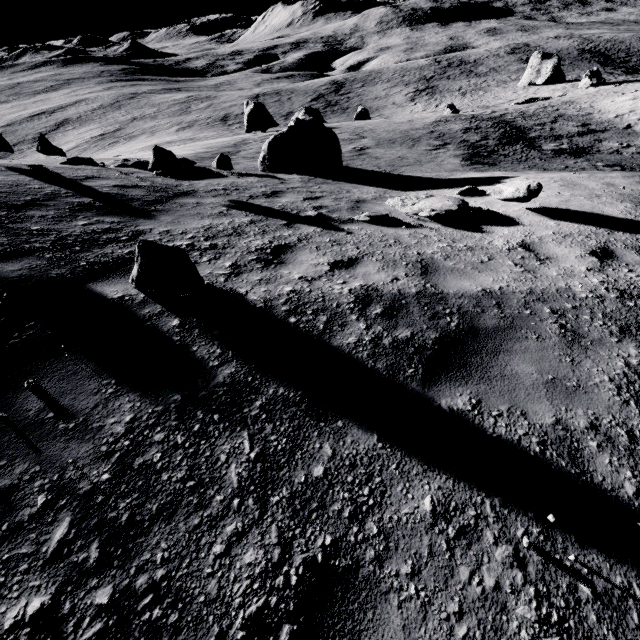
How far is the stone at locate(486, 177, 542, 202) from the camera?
6.1 meters

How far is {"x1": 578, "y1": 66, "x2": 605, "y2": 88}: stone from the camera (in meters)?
41.96

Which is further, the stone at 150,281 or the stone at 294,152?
the stone at 294,152

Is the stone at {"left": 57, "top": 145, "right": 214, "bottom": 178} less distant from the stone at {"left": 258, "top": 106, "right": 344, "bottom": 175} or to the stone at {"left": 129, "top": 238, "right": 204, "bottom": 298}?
the stone at {"left": 258, "top": 106, "right": 344, "bottom": 175}

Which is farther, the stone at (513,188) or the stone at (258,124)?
the stone at (258,124)

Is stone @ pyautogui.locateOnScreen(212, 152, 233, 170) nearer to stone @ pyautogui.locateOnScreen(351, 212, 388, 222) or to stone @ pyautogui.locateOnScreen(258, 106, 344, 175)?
stone @ pyautogui.locateOnScreen(258, 106, 344, 175)

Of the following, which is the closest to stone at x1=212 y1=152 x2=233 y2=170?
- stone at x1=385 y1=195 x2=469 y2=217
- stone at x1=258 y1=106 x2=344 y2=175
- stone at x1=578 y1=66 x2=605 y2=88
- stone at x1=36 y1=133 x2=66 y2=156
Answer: stone at x1=36 y1=133 x2=66 y2=156

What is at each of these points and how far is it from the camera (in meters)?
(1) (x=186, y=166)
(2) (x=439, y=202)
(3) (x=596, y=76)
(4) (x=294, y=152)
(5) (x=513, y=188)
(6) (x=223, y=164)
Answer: (1) stone, 9.98
(2) stone, 6.91
(3) stone, 42.50
(4) stone, 11.21
(5) stone, 6.38
(6) stone, 10.83
